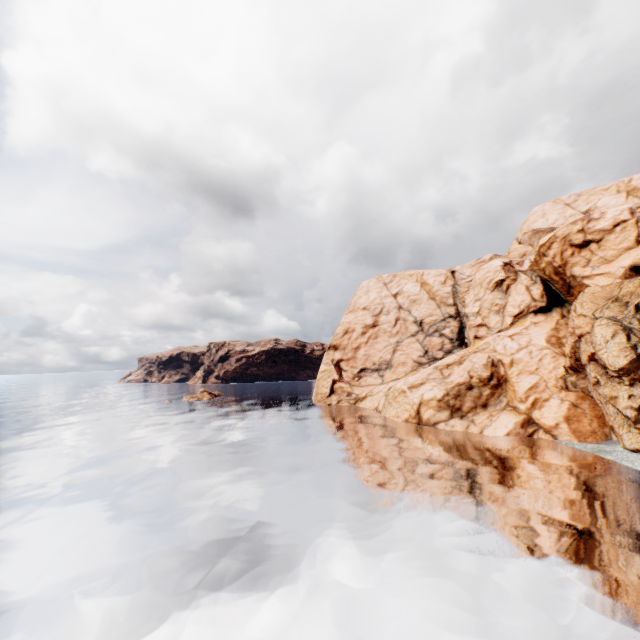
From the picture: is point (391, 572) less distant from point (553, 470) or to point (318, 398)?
point (553, 470)
